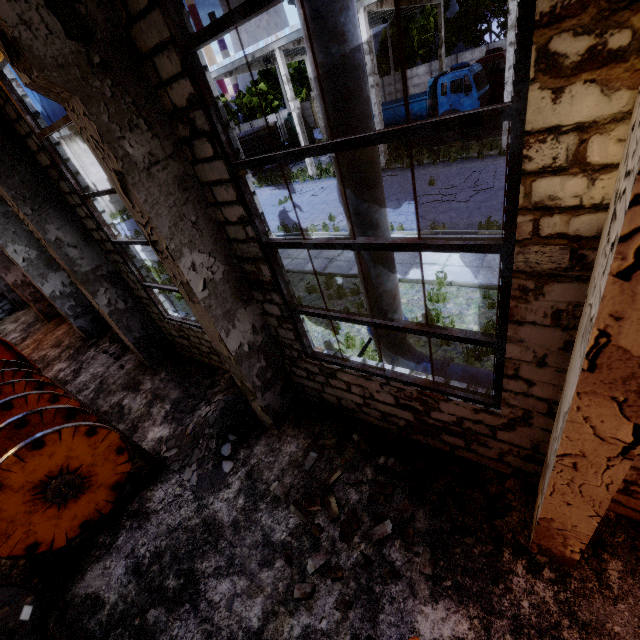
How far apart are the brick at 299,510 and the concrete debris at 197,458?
1.4 meters

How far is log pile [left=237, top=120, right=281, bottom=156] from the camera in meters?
28.8

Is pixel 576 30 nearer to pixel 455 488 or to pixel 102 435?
pixel 455 488

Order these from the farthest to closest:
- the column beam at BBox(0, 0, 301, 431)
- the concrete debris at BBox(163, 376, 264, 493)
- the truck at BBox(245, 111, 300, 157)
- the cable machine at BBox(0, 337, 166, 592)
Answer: the truck at BBox(245, 111, 300, 157) → the concrete debris at BBox(163, 376, 264, 493) → the cable machine at BBox(0, 337, 166, 592) → the column beam at BBox(0, 0, 301, 431)

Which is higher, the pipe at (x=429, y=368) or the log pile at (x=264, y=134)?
the log pile at (x=264, y=134)

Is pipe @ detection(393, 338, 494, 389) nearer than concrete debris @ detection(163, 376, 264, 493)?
Yes

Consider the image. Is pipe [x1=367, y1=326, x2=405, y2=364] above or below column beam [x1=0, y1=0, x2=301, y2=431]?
below

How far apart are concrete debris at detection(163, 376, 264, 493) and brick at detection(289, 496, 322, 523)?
1.38m
